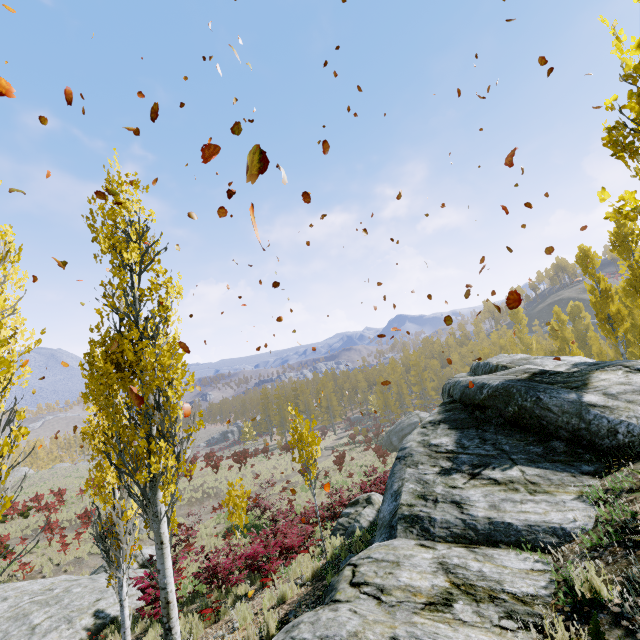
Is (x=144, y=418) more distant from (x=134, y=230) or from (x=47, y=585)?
(x=47, y=585)

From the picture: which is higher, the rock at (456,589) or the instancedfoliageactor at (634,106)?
the instancedfoliageactor at (634,106)

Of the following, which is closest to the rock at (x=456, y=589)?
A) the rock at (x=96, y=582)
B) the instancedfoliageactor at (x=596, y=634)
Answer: the instancedfoliageactor at (x=596, y=634)

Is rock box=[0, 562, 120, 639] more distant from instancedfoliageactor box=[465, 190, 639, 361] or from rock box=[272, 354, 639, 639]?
rock box=[272, 354, 639, 639]

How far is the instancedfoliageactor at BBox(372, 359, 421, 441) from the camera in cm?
5222

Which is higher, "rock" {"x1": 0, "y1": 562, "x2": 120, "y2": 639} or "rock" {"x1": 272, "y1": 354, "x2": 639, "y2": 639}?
"rock" {"x1": 272, "y1": 354, "x2": 639, "y2": 639}
